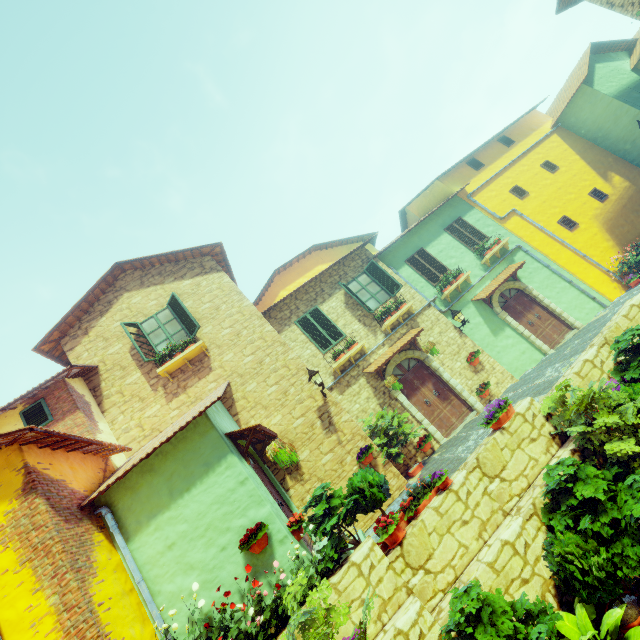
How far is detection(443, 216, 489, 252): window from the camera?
13.88m

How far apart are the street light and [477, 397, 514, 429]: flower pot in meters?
4.0 m

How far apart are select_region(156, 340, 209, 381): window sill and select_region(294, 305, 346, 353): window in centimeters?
317cm

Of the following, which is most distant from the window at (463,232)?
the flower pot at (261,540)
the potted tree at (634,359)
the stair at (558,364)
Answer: the flower pot at (261,540)

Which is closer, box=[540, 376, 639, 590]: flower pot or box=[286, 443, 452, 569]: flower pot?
box=[540, 376, 639, 590]: flower pot

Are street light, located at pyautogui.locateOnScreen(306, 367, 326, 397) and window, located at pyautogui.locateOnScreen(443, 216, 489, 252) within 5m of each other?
no

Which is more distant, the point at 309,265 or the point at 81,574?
the point at 309,265

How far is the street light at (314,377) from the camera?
9.0 meters
